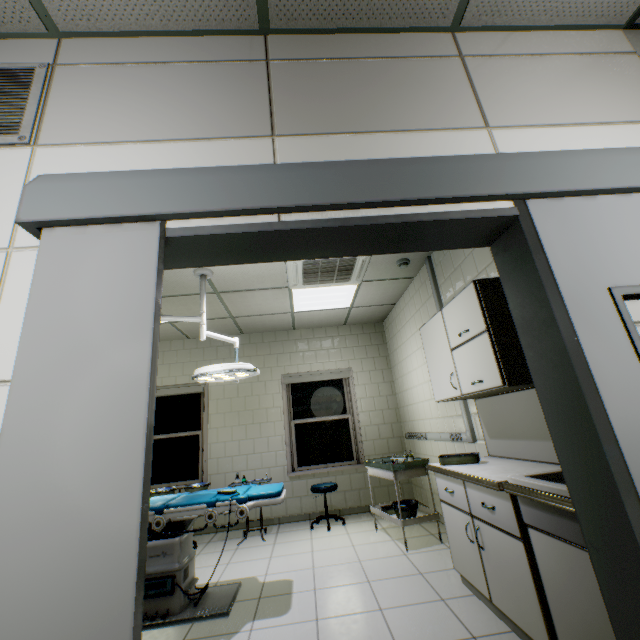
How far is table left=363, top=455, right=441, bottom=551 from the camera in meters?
3.7 m

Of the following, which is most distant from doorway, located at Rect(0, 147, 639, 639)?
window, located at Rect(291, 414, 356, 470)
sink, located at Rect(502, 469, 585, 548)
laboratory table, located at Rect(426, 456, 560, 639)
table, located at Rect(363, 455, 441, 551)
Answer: window, located at Rect(291, 414, 356, 470)

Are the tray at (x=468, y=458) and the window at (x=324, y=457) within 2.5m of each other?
no

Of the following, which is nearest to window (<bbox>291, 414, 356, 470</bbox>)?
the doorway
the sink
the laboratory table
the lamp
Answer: the lamp

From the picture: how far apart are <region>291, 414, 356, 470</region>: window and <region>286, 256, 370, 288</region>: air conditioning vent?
2.7 meters

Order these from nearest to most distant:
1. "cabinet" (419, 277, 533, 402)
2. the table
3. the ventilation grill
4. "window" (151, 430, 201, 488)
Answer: the ventilation grill → "cabinet" (419, 277, 533, 402) → the table → "window" (151, 430, 201, 488)

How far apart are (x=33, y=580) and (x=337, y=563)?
3.4 meters

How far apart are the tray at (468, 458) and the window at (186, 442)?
4.3m
